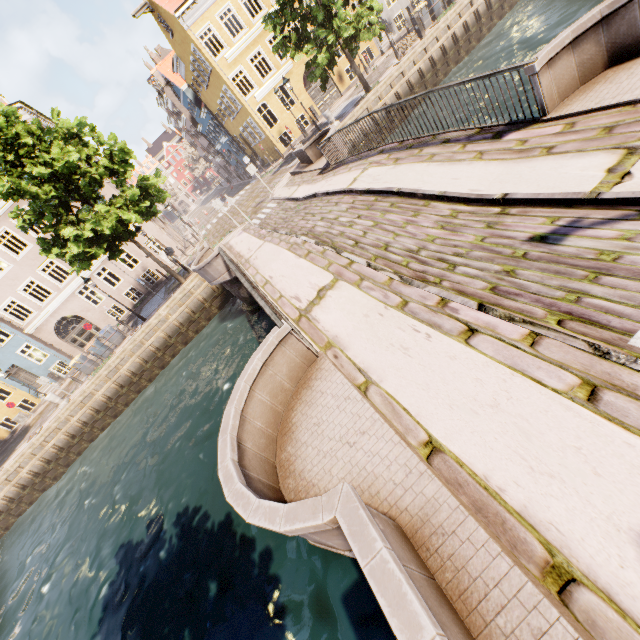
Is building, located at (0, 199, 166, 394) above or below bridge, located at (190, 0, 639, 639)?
above

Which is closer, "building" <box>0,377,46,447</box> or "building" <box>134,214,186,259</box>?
"building" <box>0,377,46,447</box>

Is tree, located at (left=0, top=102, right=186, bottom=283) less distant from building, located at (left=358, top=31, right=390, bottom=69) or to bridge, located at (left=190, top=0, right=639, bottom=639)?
bridge, located at (left=190, top=0, right=639, bottom=639)

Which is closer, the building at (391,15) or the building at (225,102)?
the building at (225,102)

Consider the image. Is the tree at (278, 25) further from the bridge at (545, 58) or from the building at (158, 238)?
the building at (158, 238)

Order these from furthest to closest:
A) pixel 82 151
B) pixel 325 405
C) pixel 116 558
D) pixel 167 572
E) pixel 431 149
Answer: pixel 82 151 < pixel 116 558 < pixel 167 572 < pixel 431 149 < pixel 325 405

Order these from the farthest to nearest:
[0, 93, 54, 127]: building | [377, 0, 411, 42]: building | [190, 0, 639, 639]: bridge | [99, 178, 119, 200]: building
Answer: [377, 0, 411, 42]: building → [99, 178, 119, 200]: building → [0, 93, 54, 127]: building → [190, 0, 639, 639]: bridge

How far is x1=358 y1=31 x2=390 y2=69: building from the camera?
26.7m
